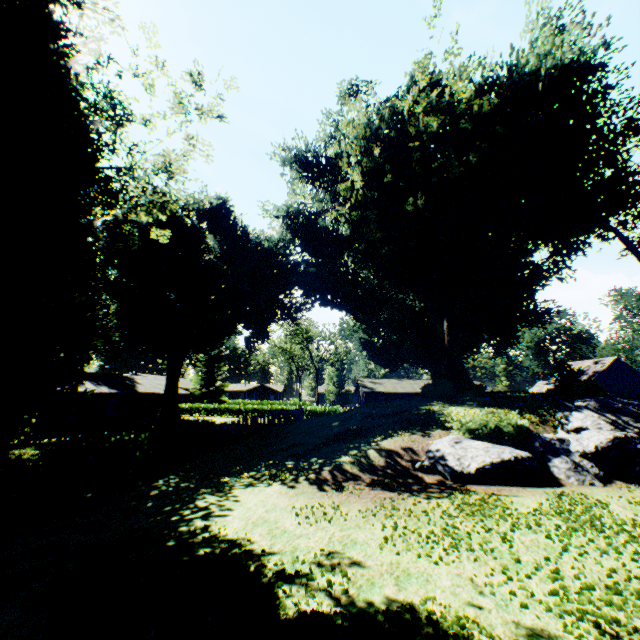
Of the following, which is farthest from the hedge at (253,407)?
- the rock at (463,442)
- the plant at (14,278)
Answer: the rock at (463,442)

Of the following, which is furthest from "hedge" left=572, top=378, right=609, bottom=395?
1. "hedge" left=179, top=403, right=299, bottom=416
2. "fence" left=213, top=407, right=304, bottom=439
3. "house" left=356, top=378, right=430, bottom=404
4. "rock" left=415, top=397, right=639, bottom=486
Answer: "hedge" left=179, top=403, right=299, bottom=416

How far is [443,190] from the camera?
26.9m

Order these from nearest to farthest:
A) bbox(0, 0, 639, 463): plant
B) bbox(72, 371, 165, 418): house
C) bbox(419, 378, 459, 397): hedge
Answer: bbox(0, 0, 639, 463): plant < bbox(419, 378, 459, 397): hedge < bbox(72, 371, 165, 418): house

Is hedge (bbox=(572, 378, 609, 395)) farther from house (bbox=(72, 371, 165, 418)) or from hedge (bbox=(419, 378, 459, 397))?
house (bbox=(72, 371, 165, 418))

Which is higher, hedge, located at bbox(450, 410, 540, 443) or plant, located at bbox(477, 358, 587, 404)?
plant, located at bbox(477, 358, 587, 404)

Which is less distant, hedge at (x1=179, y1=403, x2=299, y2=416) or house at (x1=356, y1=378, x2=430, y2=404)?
hedge at (x1=179, y1=403, x2=299, y2=416)

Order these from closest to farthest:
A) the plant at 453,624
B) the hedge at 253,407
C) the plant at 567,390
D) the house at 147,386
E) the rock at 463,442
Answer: the plant at 453,624
the rock at 463,442
the plant at 567,390
the house at 147,386
the hedge at 253,407
